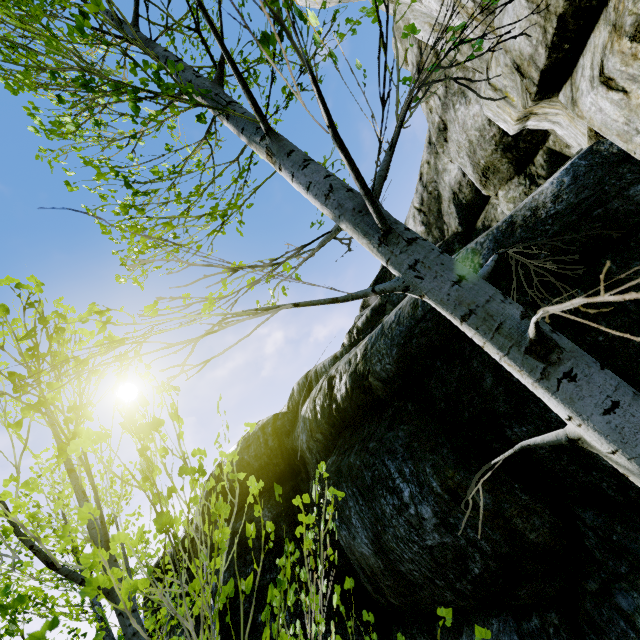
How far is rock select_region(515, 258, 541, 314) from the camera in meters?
2.8 m

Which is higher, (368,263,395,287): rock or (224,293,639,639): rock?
(368,263,395,287): rock

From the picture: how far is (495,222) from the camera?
7.0 meters

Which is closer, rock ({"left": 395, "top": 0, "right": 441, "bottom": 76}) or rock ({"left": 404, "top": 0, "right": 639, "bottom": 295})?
rock ({"left": 404, "top": 0, "right": 639, "bottom": 295})

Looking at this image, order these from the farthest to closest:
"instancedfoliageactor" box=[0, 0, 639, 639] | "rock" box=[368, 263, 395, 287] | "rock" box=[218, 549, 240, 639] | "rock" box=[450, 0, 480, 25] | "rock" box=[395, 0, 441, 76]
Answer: "rock" box=[368, 263, 395, 287], "rock" box=[218, 549, 240, 639], "rock" box=[395, 0, 441, 76], "rock" box=[450, 0, 480, 25], "instancedfoliageactor" box=[0, 0, 639, 639]

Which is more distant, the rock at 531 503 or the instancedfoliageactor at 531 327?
the rock at 531 503

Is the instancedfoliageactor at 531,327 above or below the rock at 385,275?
below
